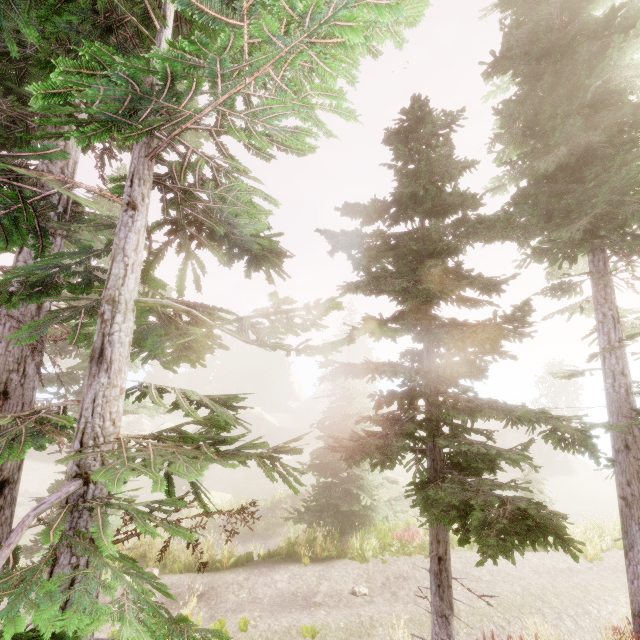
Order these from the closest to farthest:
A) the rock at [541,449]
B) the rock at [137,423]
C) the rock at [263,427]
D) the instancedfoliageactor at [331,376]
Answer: the instancedfoliageactor at [331,376]
the rock at [541,449]
the rock at [137,423]
the rock at [263,427]

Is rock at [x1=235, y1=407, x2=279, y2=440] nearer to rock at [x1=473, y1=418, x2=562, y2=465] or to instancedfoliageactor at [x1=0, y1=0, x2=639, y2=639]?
instancedfoliageactor at [x1=0, y1=0, x2=639, y2=639]

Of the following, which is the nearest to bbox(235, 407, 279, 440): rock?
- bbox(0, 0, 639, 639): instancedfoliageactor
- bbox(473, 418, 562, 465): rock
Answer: bbox(0, 0, 639, 639): instancedfoliageactor

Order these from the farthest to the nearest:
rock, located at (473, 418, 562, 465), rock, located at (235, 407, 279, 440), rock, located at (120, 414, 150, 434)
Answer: rock, located at (235, 407, 279, 440) → rock, located at (120, 414, 150, 434) → rock, located at (473, 418, 562, 465)

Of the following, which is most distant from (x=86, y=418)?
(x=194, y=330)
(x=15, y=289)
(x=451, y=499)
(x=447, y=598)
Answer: (x=447, y=598)

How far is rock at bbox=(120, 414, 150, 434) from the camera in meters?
48.7

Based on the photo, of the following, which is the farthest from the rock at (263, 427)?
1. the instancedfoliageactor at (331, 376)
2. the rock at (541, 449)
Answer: the rock at (541, 449)
